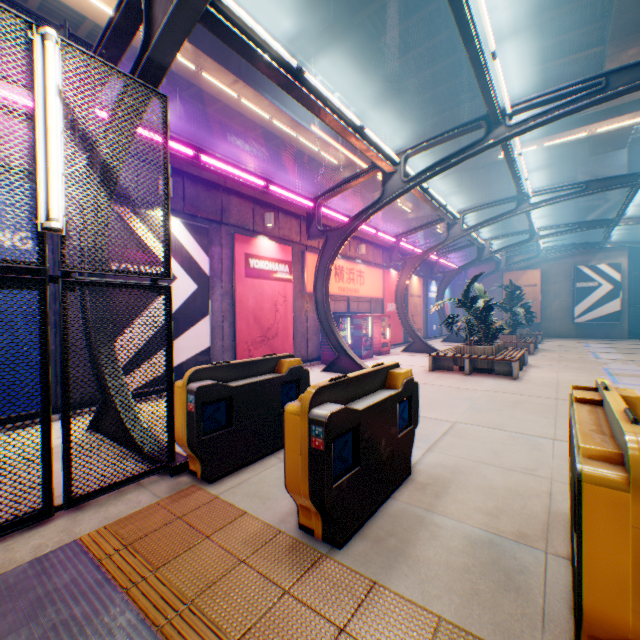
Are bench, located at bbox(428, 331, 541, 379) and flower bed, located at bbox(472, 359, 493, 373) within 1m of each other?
yes

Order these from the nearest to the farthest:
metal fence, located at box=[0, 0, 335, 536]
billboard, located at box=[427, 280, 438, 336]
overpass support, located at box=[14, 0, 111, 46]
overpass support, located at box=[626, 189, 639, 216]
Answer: metal fence, located at box=[0, 0, 335, 536]
overpass support, located at box=[14, 0, 111, 46]
billboard, located at box=[427, 280, 438, 336]
overpass support, located at box=[626, 189, 639, 216]

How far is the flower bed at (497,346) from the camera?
10.7 meters

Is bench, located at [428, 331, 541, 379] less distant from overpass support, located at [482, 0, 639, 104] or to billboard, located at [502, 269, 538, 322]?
overpass support, located at [482, 0, 639, 104]

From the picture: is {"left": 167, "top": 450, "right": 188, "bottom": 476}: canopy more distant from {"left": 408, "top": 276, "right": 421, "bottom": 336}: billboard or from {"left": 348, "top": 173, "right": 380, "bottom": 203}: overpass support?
{"left": 348, "top": 173, "right": 380, "bottom": 203}: overpass support

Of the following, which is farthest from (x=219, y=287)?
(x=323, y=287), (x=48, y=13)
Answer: (x=48, y=13)

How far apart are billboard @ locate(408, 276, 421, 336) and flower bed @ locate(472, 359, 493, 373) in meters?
8.8 m

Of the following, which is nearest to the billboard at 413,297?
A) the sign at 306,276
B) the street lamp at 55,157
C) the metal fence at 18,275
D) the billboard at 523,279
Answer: the metal fence at 18,275
